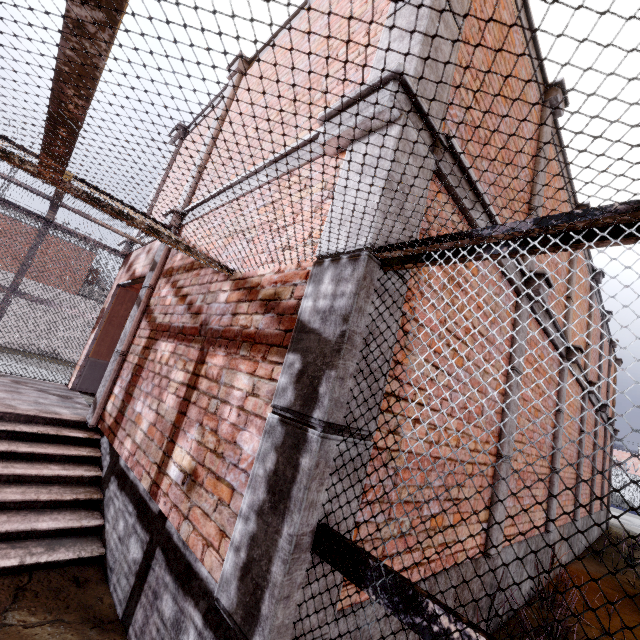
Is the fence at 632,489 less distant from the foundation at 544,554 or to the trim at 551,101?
the trim at 551,101

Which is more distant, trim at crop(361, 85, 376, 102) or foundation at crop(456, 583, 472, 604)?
foundation at crop(456, 583, 472, 604)

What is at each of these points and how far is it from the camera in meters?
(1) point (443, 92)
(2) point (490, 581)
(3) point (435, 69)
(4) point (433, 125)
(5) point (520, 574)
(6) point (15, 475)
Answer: (1) trim, 2.4
(2) foundation, 3.5
(3) trim, 2.3
(4) trim, 2.3
(5) foundation, 4.3
(6) stair, 3.2

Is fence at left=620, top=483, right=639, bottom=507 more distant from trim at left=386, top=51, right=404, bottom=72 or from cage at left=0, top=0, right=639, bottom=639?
trim at left=386, top=51, right=404, bottom=72

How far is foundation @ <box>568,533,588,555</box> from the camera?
7.3 meters

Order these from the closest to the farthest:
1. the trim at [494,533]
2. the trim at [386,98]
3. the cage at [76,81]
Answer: the cage at [76,81] < the trim at [386,98] < the trim at [494,533]

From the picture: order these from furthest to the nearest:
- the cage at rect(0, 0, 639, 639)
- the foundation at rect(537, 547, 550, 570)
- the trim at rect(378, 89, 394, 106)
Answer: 1. the foundation at rect(537, 547, 550, 570)
2. the trim at rect(378, 89, 394, 106)
3. the cage at rect(0, 0, 639, 639)

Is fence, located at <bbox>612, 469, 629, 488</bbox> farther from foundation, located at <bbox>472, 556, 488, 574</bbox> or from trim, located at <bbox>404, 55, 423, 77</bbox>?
foundation, located at <bbox>472, 556, 488, 574</bbox>
